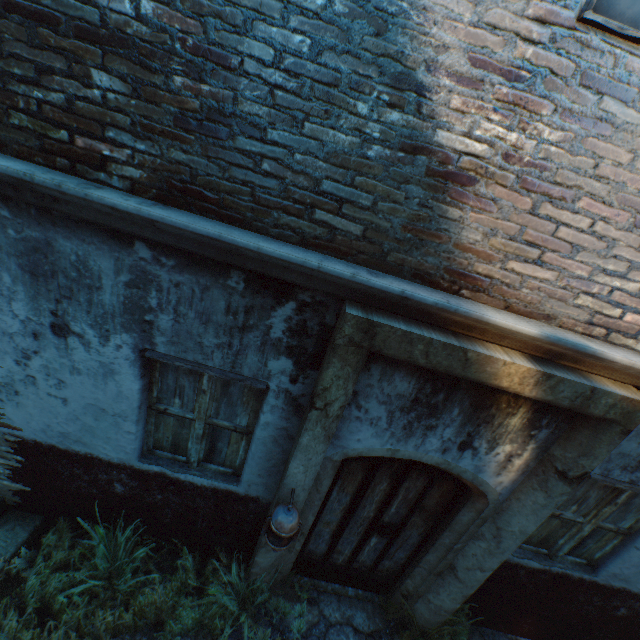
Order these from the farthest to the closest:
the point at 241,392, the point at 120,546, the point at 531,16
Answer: the point at 120,546 → the point at 241,392 → the point at 531,16

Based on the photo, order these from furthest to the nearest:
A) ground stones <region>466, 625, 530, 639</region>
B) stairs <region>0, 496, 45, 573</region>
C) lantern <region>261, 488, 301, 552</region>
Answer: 1. ground stones <region>466, 625, 530, 639</region>
2. stairs <region>0, 496, 45, 573</region>
3. lantern <region>261, 488, 301, 552</region>

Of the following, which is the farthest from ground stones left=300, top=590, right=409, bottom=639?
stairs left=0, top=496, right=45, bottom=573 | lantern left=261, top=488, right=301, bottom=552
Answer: lantern left=261, top=488, right=301, bottom=552

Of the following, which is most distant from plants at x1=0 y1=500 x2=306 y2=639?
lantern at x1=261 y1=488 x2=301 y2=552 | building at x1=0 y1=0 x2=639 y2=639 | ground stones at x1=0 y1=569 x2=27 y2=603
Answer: building at x1=0 y1=0 x2=639 y2=639

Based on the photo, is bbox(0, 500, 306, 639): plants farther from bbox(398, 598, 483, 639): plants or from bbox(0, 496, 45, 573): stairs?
bbox(398, 598, 483, 639): plants

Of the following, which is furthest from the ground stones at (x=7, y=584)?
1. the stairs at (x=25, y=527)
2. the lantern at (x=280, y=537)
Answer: the lantern at (x=280, y=537)

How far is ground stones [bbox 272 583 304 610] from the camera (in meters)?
3.73
